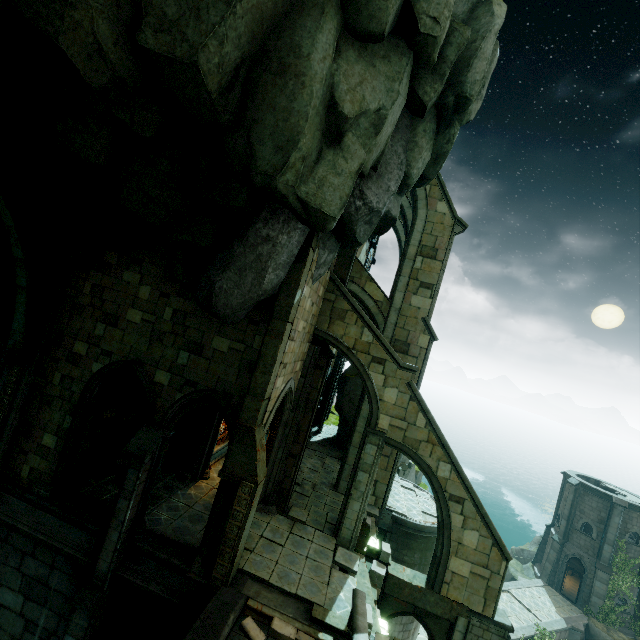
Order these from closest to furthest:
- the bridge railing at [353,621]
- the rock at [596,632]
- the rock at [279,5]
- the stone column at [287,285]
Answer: the rock at [279,5]
the bridge railing at [353,621]
the stone column at [287,285]
the rock at [596,632]

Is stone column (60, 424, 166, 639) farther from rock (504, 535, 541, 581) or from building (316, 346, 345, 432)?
rock (504, 535, 541, 581)

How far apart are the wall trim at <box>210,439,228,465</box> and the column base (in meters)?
5.57

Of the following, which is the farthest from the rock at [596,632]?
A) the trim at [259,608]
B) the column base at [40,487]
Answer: the column base at [40,487]

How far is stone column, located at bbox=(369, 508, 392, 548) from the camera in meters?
15.2 m

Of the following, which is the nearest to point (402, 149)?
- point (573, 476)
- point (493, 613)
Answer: point (493, 613)

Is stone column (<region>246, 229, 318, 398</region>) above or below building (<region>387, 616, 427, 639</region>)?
above

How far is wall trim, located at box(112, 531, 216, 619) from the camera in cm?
→ 937
